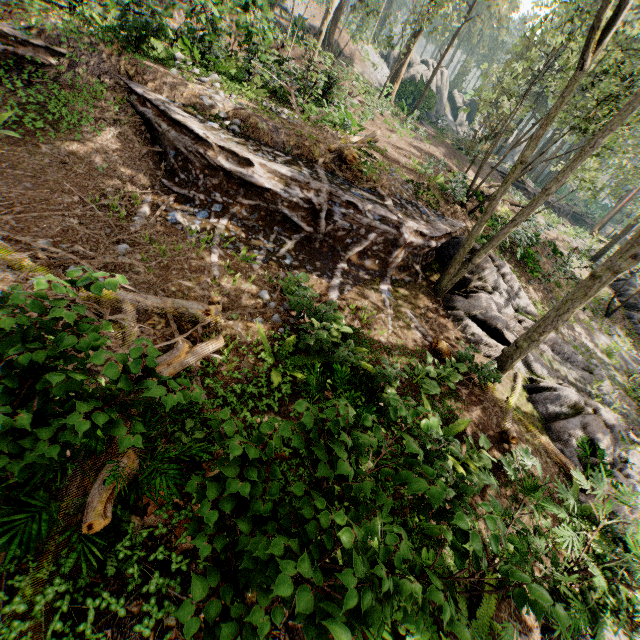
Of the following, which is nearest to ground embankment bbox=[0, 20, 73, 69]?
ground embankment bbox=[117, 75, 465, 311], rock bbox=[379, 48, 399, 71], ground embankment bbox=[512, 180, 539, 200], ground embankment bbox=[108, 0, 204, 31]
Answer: ground embankment bbox=[117, 75, 465, 311]

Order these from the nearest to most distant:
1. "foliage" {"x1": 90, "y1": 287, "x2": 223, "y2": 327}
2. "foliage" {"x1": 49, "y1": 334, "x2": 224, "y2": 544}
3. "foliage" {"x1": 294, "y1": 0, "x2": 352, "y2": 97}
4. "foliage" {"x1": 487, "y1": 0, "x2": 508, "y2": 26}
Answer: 1. "foliage" {"x1": 49, "y1": 334, "x2": 224, "y2": 544}
2. "foliage" {"x1": 90, "y1": 287, "x2": 223, "y2": 327}
3. "foliage" {"x1": 294, "y1": 0, "x2": 352, "y2": 97}
4. "foliage" {"x1": 487, "y1": 0, "x2": 508, "y2": 26}

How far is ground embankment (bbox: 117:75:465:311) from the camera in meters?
8.5 m

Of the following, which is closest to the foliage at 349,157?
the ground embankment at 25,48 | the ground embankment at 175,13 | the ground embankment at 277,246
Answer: the ground embankment at 277,246

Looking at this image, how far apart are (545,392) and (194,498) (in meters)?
10.31

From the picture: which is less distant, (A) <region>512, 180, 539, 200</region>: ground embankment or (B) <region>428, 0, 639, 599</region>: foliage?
(B) <region>428, 0, 639, 599</region>: foliage

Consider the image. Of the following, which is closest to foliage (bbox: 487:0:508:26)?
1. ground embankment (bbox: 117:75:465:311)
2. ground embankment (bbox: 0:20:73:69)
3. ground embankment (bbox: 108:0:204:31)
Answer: ground embankment (bbox: 117:75:465:311)

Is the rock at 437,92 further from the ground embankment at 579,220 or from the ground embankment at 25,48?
the ground embankment at 25,48
